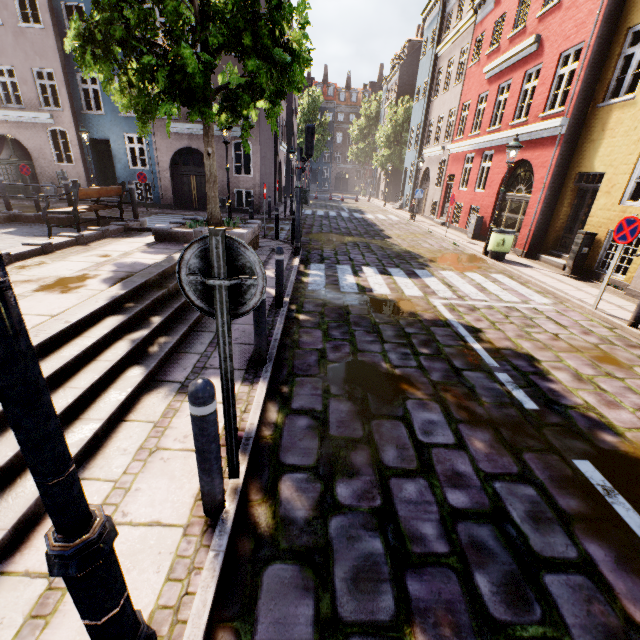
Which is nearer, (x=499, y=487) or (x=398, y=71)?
(x=499, y=487)

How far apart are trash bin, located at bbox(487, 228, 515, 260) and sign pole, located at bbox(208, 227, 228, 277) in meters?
11.3 m

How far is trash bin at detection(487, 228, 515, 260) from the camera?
10.7m

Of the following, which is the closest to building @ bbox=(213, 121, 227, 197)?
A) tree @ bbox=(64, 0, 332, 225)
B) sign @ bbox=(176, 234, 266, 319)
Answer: tree @ bbox=(64, 0, 332, 225)

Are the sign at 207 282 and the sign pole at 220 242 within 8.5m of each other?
yes

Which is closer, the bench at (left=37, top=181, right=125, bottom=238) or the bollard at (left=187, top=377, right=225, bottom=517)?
the bollard at (left=187, top=377, right=225, bottom=517)

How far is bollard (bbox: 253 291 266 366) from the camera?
3.82m

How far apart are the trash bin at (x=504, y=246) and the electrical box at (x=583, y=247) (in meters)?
1.65
